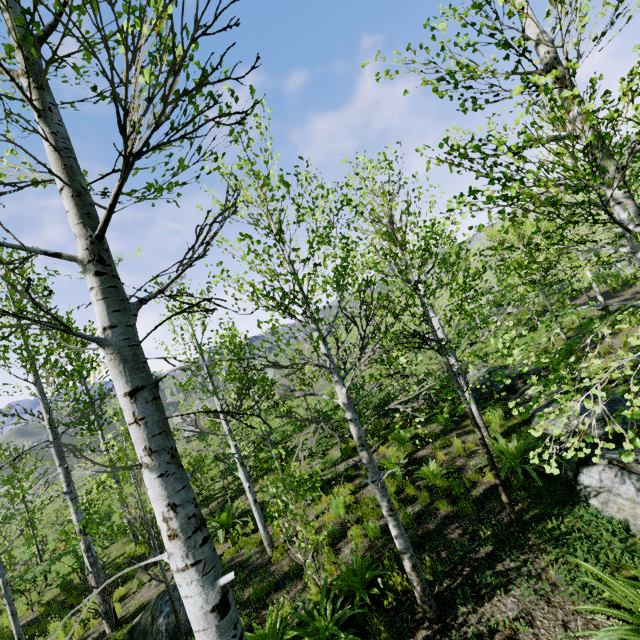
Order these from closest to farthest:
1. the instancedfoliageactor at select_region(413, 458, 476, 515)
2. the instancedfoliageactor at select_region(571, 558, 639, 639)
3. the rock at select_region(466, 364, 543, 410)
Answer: the instancedfoliageactor at select_region(571, 558, 639, 639) → the instancedfoliageactor at select_region(413, 458, 476, 515) → the rock at select_region(466, 364, 543, 410)

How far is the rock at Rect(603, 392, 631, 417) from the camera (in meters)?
7.29

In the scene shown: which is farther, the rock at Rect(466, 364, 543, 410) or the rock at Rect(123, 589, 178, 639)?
the rock at Rect(466, 364, 543, 410)

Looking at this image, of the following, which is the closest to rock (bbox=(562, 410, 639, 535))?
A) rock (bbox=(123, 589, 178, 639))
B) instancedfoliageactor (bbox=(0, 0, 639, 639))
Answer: instancedfoliageactor (bbox=(0, 0, 639, 639))

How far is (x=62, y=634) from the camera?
8.5m

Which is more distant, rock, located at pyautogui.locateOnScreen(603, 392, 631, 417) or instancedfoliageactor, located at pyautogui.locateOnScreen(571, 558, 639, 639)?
rock, located at pyautogui.locateOnScreen(603, 392, 631, 417)

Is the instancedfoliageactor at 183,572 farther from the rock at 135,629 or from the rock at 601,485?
the rock at 135,629

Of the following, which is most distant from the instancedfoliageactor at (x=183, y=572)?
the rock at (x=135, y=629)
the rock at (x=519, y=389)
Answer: the rock at (x=135, y=629)
